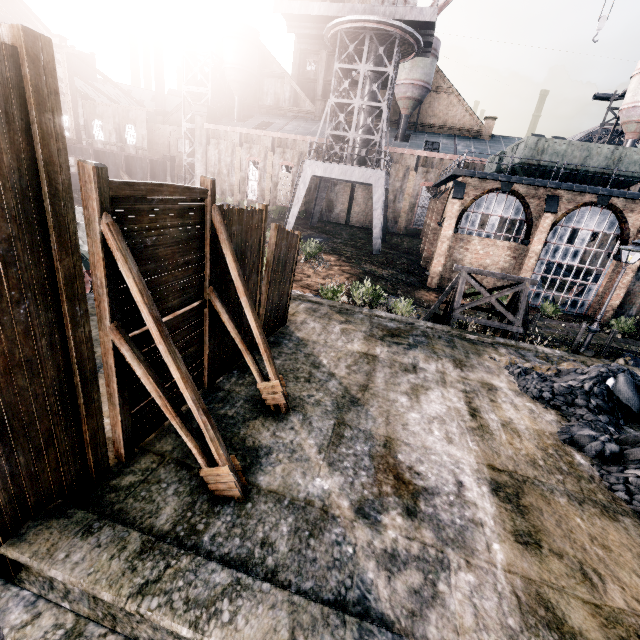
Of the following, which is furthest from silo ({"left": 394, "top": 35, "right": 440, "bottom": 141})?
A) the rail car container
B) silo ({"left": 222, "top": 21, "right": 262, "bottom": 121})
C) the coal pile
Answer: the coal pile

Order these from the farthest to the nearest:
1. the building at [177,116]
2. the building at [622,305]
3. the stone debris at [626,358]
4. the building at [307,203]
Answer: the building at [307,203]
the building at [177,116]
the building at [622,305]
the stone debris at [626,358]

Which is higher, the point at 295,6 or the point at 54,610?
the point at 295,6

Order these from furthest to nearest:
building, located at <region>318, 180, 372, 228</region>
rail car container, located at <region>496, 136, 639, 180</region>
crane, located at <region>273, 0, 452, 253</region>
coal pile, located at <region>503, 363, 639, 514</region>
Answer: building, located at <region>318, 180, 372, 228</region> → crane, located at <region>273, 0, 452, 253</region> → rail car container, located at <region>496, 136, 639, 180</region> → coal pile, located at <region>503, 363, 639, 514</region>

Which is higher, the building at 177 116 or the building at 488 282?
the building at 177 116

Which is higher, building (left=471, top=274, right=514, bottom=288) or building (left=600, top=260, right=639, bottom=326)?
building (left=471, top=274, right=514, bottom=288)

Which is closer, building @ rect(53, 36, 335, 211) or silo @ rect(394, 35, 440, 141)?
→ silo @ rect(394, 35, 440, 141)

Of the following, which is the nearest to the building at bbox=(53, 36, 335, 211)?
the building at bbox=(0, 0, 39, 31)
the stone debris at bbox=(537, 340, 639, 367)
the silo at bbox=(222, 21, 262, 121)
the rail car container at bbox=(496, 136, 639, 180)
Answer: the silo at bbox=(222, 21, 262, 121)
